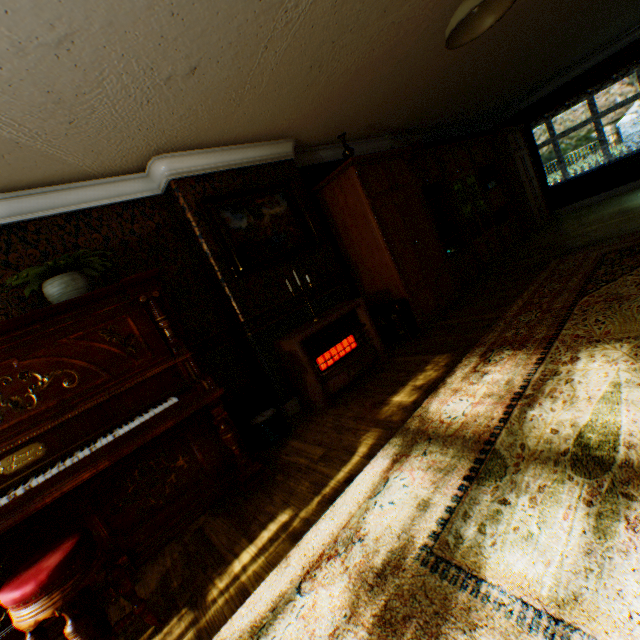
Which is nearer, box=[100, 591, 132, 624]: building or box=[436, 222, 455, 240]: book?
box=[100, 591, 132, 624]: building

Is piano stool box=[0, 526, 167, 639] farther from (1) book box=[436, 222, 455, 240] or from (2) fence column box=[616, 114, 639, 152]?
(2) fence column box=[616, 114, 639, 152]

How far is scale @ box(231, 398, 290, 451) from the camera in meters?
3.3

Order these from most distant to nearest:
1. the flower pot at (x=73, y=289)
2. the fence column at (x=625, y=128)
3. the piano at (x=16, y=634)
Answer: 1. the fence column at (x=625, y=128)
2. the flower pot at (x=73, y=289)
3. the piano at (x=16, y=634)

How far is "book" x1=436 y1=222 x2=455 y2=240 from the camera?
6.0m

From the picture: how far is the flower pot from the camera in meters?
2.5

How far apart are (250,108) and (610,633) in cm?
418

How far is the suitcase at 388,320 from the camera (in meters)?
4.48
